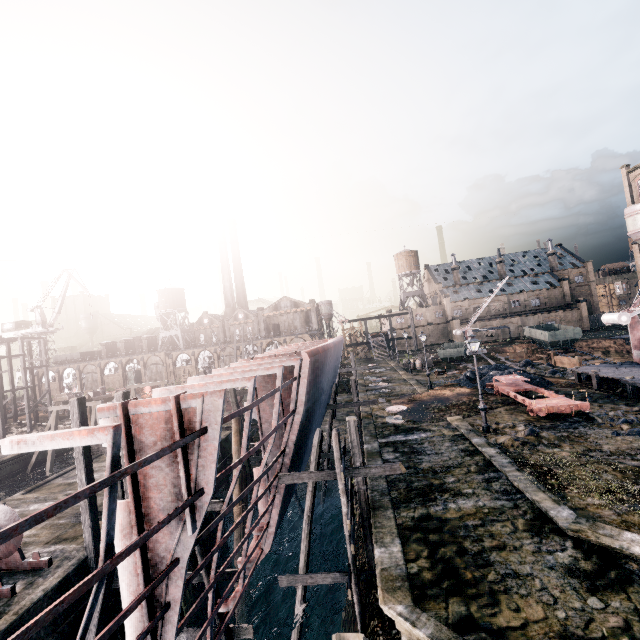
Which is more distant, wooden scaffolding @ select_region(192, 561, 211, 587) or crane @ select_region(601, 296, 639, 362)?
crane @ select_region(601, 296, 639, 362)

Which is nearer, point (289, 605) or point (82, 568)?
point (82, 568)

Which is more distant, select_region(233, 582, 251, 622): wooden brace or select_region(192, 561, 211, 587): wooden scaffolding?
select_region(233, 582, 251, 622): wooden brace

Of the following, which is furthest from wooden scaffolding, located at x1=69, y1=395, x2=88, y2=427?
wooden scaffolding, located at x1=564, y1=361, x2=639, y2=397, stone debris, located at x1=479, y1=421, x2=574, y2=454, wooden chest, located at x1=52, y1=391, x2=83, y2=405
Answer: wooden chest, located at x1=52, y1=391, x2=83, y2=405

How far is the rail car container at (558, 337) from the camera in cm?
5212

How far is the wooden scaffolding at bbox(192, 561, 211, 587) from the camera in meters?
12.5

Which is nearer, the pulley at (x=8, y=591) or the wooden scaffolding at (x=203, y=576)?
the pulley at (x=8, y=591)

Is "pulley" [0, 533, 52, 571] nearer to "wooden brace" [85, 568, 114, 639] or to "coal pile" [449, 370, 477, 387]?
"wooden brace" [85, 568, 114, 639]
